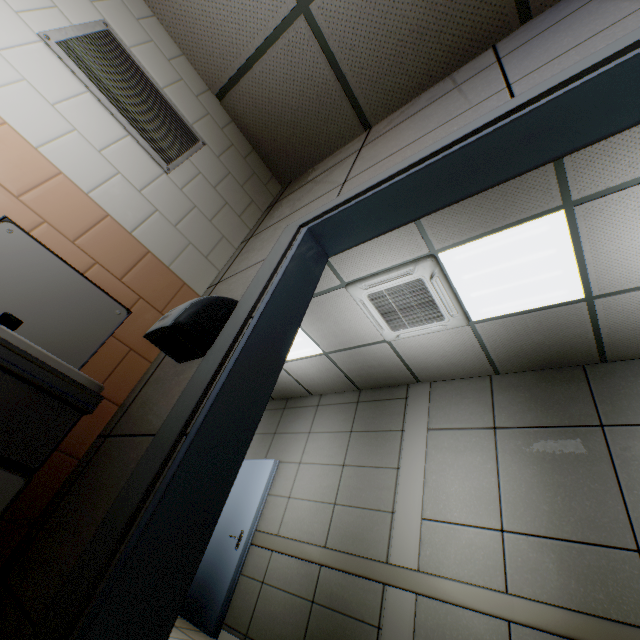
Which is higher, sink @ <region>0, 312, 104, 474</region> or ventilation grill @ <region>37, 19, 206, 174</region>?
ventilation grill @ <region>37, 19, 206, 174</region>

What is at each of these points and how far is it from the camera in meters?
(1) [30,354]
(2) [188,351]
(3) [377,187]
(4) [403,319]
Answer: (1) sink, 0.8 m
(2) hand dryer, 1.3 m
(3) door, 1.4 m
(4) air conditioning vent, 3.6 m

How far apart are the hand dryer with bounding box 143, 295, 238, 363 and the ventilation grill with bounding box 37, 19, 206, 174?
1.10m

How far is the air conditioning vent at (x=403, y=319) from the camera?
3.1 meters

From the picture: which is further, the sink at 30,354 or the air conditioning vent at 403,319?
the air conditioning vent at 403,319

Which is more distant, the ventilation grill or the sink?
the ventilation grill

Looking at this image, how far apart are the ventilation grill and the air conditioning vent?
1.9 meters

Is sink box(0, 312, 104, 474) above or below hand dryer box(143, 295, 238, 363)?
below
